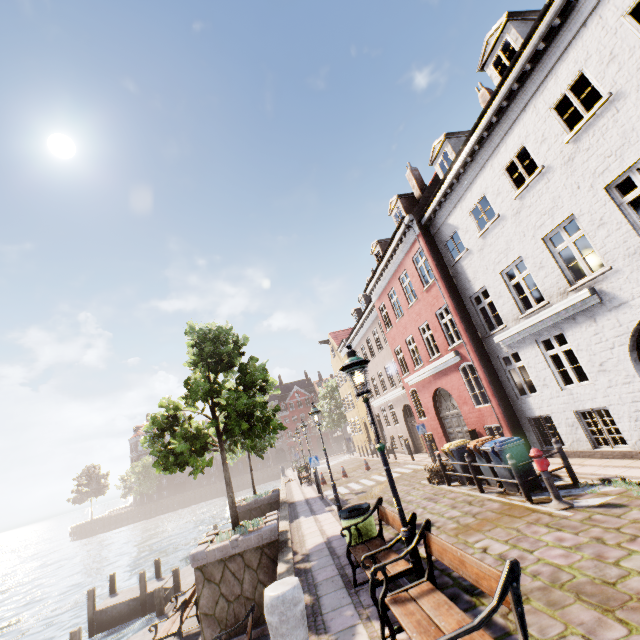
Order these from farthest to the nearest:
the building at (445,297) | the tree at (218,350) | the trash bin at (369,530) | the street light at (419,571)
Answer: the tree at (218,350) < the building at (445,297) < the trash bin at (369,530) < the street light at (419,571)

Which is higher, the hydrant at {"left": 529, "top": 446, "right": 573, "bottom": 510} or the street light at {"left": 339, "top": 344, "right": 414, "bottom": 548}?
the street light at {"left": 339, "top": 344, "right": 414, "bottom": 548}

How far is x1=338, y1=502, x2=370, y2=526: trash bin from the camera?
6.8m

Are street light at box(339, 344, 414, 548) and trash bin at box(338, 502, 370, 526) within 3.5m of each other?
yes

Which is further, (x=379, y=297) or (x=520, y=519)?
(x=379, y=297)

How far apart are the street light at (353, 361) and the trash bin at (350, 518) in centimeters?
250cm

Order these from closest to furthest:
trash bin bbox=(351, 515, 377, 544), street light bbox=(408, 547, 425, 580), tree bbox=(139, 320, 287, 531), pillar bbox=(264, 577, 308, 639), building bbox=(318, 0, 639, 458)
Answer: pillar bbox=(264, 577, 308, 639) < street light bbox=(408, 547, 425, 580) < trash bin bbox=(351, 515, 377, 544) < building bbox=(318, 0, 639, 458) < tree bbox=(139, 320, 287, 531)
